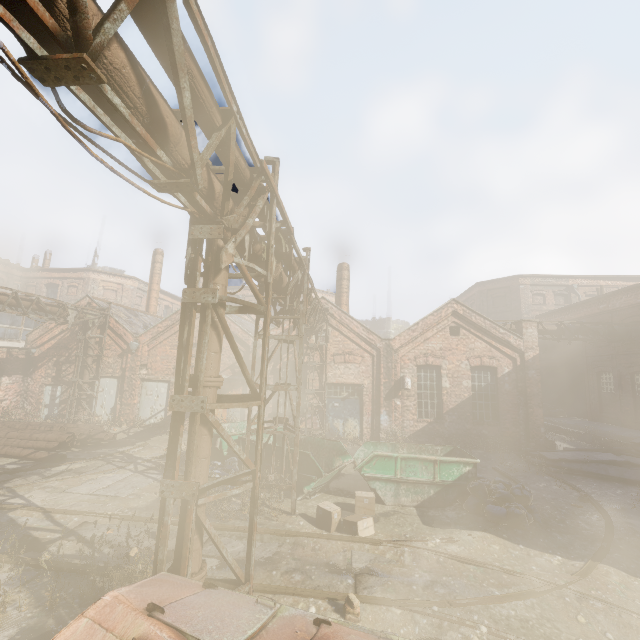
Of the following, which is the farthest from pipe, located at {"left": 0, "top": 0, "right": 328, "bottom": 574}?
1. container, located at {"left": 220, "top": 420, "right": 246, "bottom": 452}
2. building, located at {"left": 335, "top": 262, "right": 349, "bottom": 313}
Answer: building, located at {"left": 335, "top": 262, "right": 349, "bottom": 313}

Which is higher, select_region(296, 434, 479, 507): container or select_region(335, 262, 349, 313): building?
select_region(335, 262, 349, 313): building

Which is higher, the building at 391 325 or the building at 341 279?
the building at 391 325

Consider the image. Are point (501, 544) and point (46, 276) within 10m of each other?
no

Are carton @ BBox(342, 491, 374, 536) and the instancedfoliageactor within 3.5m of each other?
yes

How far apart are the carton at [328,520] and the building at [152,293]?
22.4 meters

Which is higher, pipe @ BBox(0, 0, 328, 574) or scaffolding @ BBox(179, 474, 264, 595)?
pipe @ BBox(0, 0, 328, 574)

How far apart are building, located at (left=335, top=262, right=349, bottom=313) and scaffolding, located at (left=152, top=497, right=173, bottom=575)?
15.2 meters
